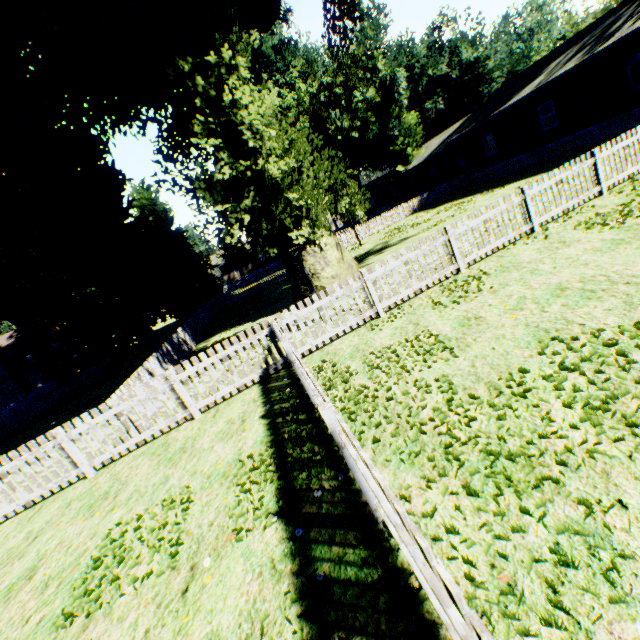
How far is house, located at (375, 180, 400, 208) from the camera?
48.95m

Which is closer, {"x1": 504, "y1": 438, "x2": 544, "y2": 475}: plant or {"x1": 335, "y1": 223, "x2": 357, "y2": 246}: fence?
{"x1": 504, "y1": 438, "x2": 544, "y2": 475}: plant

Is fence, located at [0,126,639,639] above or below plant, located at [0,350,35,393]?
below

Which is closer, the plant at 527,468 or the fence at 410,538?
A: the fence at 410,538

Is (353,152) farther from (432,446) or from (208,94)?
(432,446)

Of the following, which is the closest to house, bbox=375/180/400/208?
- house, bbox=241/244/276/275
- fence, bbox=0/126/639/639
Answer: fence, bbox=0/126/639/639

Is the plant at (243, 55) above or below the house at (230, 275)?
above

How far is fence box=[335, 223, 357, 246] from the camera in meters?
30.0
